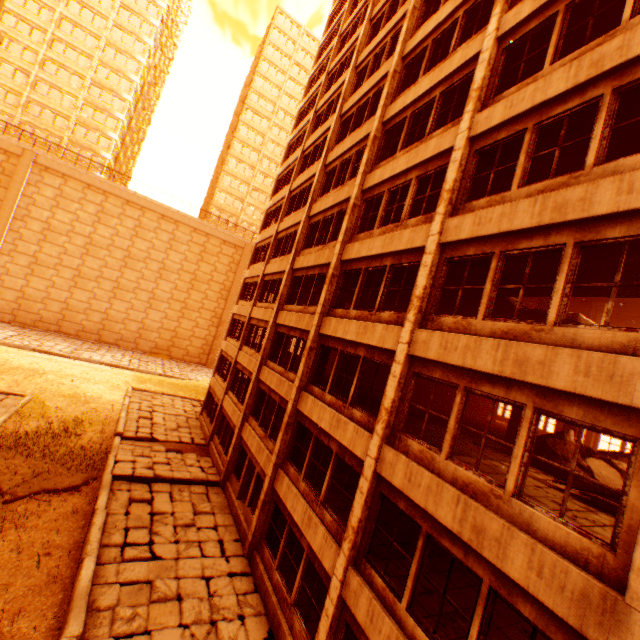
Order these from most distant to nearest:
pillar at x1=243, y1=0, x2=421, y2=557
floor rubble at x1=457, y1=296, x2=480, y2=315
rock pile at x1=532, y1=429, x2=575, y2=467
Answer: floor rubble at x1=457, y1=296, x2=480, y2=315
pillar at x1=243, y1=0, x2=421, y2=557
rock pile at x1=532, y1=429, x2=575, y2=467

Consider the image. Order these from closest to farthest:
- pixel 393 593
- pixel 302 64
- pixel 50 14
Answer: pixel 393 593, pixel 50 14, pixel 302 64

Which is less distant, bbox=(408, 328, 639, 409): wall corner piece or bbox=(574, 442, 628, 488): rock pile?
bbox=(408, 328, 639, 409): wall corner piece

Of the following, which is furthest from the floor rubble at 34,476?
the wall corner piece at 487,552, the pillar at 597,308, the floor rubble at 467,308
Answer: the pillar at 597,308

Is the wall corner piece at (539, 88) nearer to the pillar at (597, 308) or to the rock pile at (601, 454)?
the rock pile at (601, 454)

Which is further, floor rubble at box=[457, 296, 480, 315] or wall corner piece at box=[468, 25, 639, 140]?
floor rubble at box=[457, 296, 480, 315]

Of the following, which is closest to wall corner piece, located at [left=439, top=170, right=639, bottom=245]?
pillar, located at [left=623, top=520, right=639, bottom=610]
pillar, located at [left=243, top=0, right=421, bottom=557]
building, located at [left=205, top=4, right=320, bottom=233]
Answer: pillar, located at [left=623, top=520, right=639, bottom=610]

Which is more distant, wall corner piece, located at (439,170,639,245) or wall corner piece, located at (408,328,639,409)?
wall corner piece, located at (439,170,639,245)
